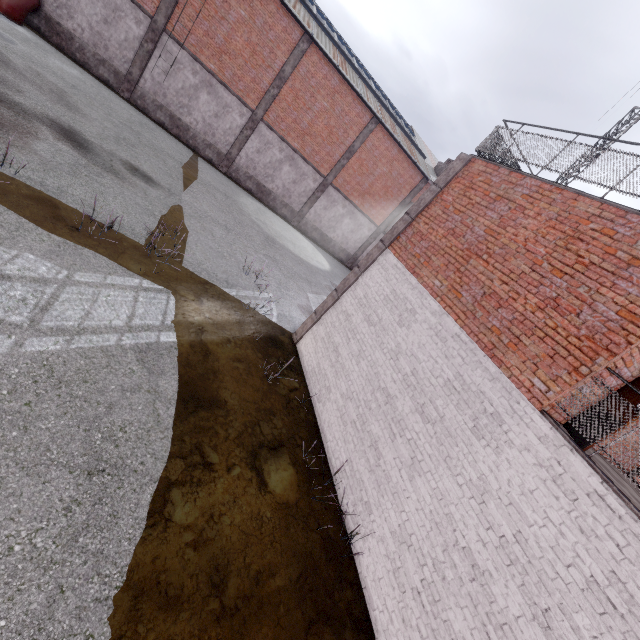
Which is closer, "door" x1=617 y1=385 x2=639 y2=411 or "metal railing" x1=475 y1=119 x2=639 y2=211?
"door" x1=617 y1=385 x2=639 y2=411

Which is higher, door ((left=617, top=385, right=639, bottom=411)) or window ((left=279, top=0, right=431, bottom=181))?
window ((left=279, top=0, right=431, bottom=181))

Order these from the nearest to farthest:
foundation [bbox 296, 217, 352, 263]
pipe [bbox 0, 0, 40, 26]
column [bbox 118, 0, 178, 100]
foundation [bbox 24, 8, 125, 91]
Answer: pipe [bbox 0, 0, 40, 26] → foundation [bbox 24, 8, 125, 91] → column [bbox 118, 0, 178, 100] → foundation [bbox 296, 217, 352, 263]

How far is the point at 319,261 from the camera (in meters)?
21.27

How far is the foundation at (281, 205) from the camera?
21.0 meters

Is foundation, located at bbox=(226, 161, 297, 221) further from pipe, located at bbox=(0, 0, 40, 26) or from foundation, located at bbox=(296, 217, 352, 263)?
pipe, located at bbox=(0, 0, 40, 26)

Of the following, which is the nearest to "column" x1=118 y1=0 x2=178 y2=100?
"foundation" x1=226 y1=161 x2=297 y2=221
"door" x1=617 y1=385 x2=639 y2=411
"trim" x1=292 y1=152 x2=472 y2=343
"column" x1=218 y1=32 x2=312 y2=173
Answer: "column" x1=218 y1=32 x2=312 y2=173

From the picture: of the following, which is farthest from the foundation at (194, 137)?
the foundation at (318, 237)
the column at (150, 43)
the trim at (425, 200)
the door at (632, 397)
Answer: the door at (632, 397)
